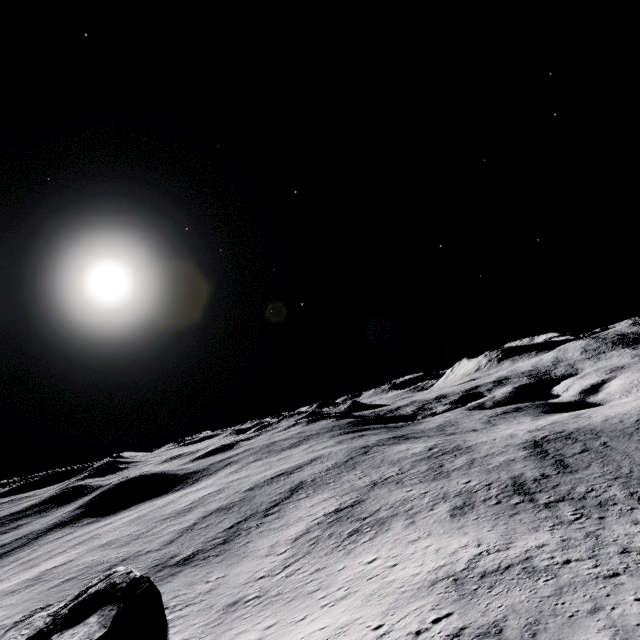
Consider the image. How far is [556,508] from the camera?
29.5 meters
